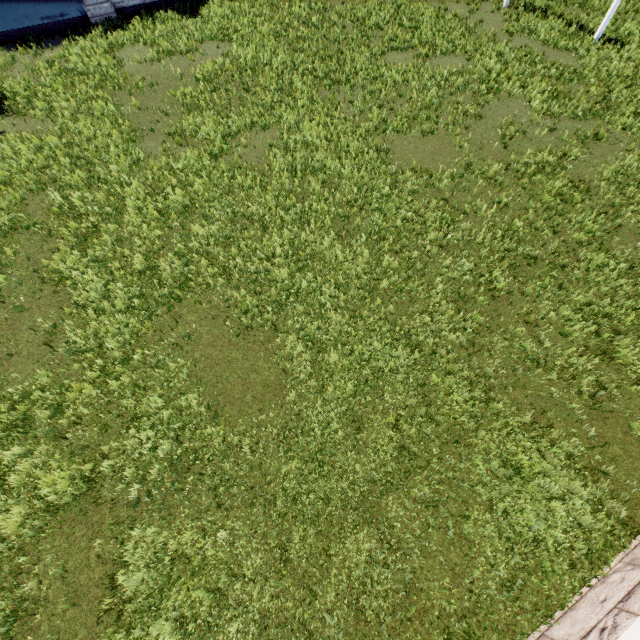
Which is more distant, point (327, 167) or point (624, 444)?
point (327, 167)
